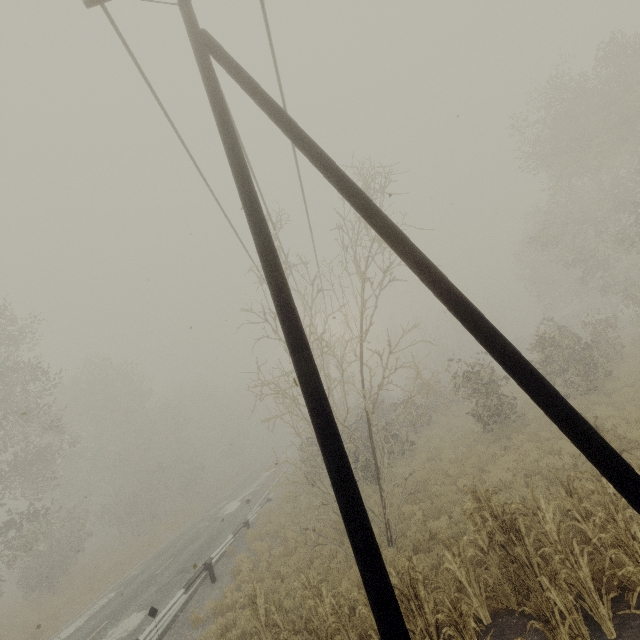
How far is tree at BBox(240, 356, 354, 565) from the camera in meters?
8.5

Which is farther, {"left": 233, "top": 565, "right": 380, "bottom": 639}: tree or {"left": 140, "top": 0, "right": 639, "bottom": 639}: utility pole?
{"left": 233, "top": 565, "right": 380, "bottom": 639}: tree

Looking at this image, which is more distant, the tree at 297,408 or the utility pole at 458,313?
the tree at 297,408

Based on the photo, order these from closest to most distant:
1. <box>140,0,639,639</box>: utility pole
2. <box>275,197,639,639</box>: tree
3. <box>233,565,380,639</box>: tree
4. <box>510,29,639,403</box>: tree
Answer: <box>140,0,639,639</box>: utility pole < <box>275,197,639,639</box>: tree < <box>233,565,380,639</box>: tree < <box>510,29,639,403</box>: tree

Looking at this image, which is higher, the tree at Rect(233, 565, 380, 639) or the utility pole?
the utility pole

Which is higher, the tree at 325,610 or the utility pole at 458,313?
the utility pole at 458,313

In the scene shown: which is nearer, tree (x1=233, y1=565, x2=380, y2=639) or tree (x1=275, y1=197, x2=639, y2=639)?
tree (x1=275, y1=197, x2=639, y2=639)

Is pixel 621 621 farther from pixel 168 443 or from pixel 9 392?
pixel 168 443
